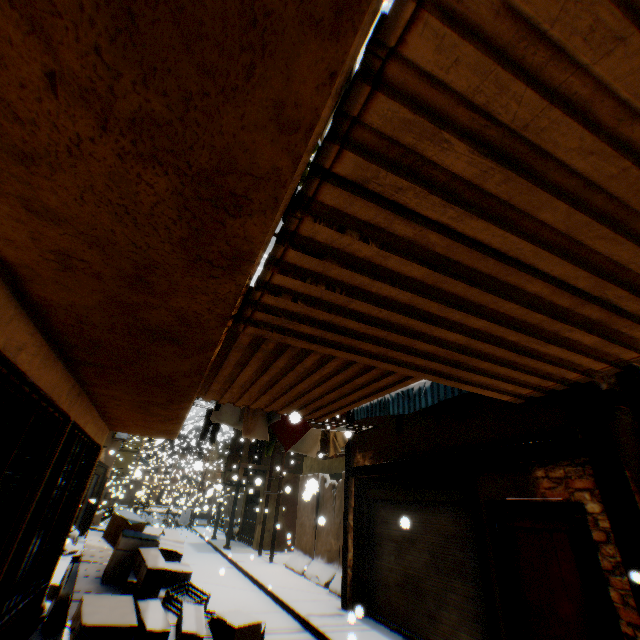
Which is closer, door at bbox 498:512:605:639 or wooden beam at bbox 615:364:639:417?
door at bbox 498:512:605:639

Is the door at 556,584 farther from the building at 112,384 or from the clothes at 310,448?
the clothes at 310,448

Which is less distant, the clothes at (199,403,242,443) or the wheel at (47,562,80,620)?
the wheel at (47,562,80,620)

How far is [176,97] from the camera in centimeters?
107cm

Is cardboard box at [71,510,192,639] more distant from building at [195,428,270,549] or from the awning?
the awning

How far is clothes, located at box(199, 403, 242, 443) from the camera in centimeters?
753cm

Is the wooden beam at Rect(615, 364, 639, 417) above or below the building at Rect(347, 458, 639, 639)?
above

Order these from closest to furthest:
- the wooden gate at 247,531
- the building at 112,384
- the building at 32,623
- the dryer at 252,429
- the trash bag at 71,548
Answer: the building at 112,384 → the building at 32,623 → the dryer at 252,429 → the trash bag at 71,548 → the wooden gate at 247,531
